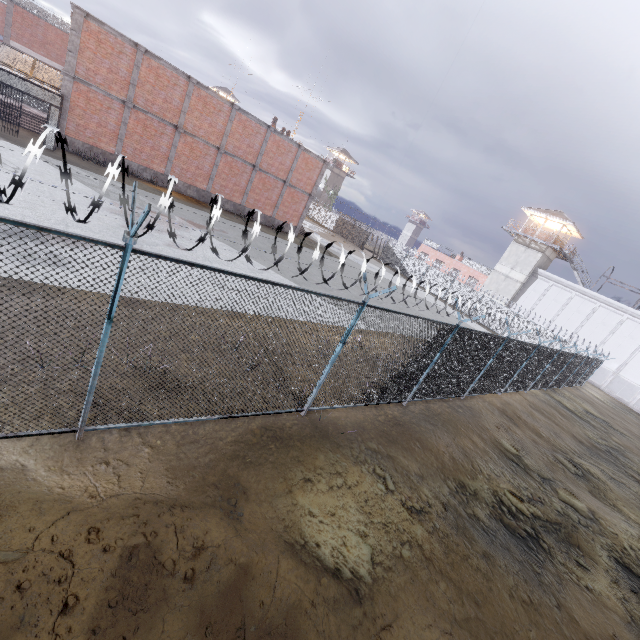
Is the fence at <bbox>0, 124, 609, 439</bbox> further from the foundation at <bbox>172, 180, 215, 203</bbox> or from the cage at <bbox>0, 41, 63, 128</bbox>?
the foundation at <bbox>172, 180, 215, 203</bbox>

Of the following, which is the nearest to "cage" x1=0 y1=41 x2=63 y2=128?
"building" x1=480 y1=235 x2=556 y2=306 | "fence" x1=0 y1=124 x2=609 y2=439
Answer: "fence" x1=0 y1=124 x2=609 y2=439

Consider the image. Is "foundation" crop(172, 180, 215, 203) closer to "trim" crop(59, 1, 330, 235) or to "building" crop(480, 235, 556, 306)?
"trim" crop(59, 1, 330, 235)

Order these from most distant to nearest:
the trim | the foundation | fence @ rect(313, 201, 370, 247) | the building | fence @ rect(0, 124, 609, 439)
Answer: fence @ rect(313, 201, 370, 247), the building, the foundation, the trim, fence @ rect(0, 124, 609, 439)

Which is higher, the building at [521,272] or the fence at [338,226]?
the building at [521,272]

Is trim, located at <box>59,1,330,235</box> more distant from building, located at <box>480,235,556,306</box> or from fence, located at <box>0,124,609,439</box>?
building, located at <box>480,235,556,306</box>

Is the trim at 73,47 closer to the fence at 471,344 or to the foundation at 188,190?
the foundation at 188,190

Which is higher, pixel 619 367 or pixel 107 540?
pixel 619 367
